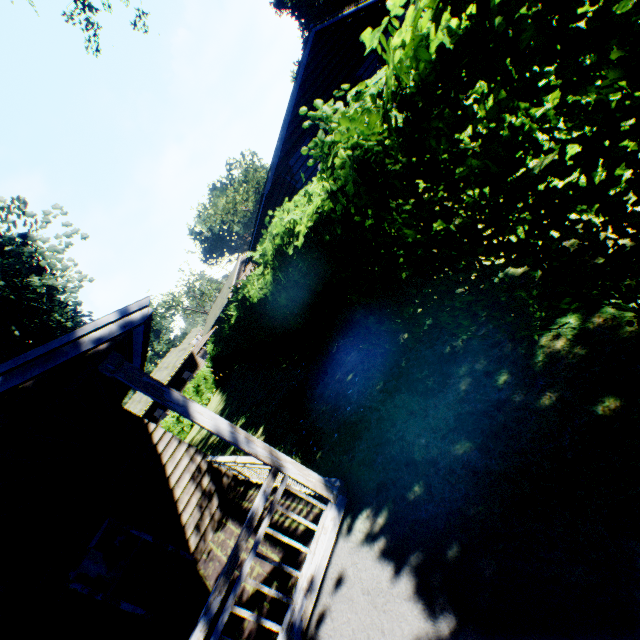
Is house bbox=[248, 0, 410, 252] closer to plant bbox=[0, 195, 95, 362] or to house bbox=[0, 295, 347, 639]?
plant bbox=[0, 195, 95, 362]

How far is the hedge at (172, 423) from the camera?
26.28m

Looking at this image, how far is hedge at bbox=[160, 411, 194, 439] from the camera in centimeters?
2628cm

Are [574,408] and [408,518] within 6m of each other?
yes

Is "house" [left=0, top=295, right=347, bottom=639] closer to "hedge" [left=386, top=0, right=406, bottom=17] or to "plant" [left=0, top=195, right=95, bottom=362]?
"plant" [left=0, top=195, right=95, bottom=362]

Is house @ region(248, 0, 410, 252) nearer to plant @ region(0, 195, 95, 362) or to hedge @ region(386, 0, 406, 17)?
plant @ region(0, 195, 95, 362)

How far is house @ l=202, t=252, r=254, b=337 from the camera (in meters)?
41.62

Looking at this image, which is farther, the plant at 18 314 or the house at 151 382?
the plant at 18 314
